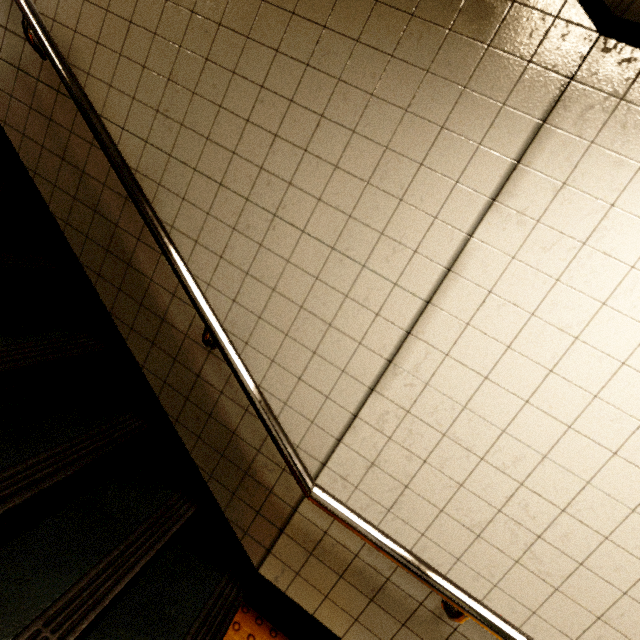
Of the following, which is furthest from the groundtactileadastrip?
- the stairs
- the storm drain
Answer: the storm drain

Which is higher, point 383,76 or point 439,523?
point 383,76

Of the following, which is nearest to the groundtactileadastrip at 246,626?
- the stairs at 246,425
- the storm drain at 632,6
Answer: the stairs at 246,425

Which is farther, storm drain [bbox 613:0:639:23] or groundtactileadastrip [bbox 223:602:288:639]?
groundtactileadastrip [bbox 223:602:288:639]

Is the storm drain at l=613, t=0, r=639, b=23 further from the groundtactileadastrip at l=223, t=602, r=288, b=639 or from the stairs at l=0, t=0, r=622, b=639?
the groundtactileadastrip at l=223, t=602, r=288, b=639

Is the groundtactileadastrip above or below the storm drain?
below
